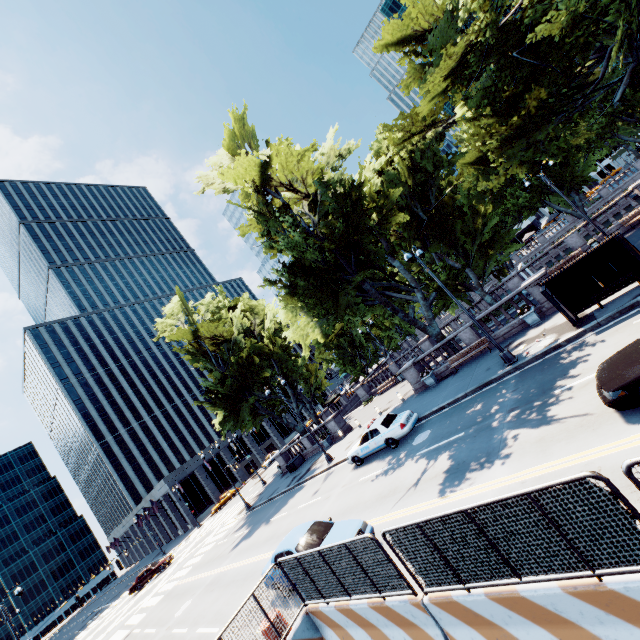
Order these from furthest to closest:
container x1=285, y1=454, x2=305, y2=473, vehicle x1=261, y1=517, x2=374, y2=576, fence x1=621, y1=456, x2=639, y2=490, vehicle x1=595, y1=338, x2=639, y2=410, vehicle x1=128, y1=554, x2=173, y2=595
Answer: vehicle x1=128, y1=554, x2=173, y2=595 < container x1=285, y1=454, x2=305, y2=473 < vehicle x1=261, y1=517, x2=374, y2=576 < vehicle x1=595, y1=338, x2=639, y2=410 < fence x1=621, y1=456, x2=639, y2=490

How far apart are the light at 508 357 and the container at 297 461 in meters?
23.8

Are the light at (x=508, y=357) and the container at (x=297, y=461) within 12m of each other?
no

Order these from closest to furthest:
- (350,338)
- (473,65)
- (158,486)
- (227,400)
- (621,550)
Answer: (621,550) < (473,65) < (227,400) < (350,338) < (158,486)

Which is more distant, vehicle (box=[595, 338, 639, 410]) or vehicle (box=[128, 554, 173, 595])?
vehicle (box=[128, 554, 173, 595])

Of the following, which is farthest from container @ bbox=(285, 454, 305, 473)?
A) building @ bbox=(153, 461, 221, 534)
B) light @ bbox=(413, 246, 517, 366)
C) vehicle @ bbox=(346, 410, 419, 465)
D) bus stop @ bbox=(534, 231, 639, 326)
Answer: building @ bbox=(153, 461, 221, 534)

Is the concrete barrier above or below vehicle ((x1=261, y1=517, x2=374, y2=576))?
below

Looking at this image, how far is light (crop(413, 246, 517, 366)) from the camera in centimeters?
1527cm
